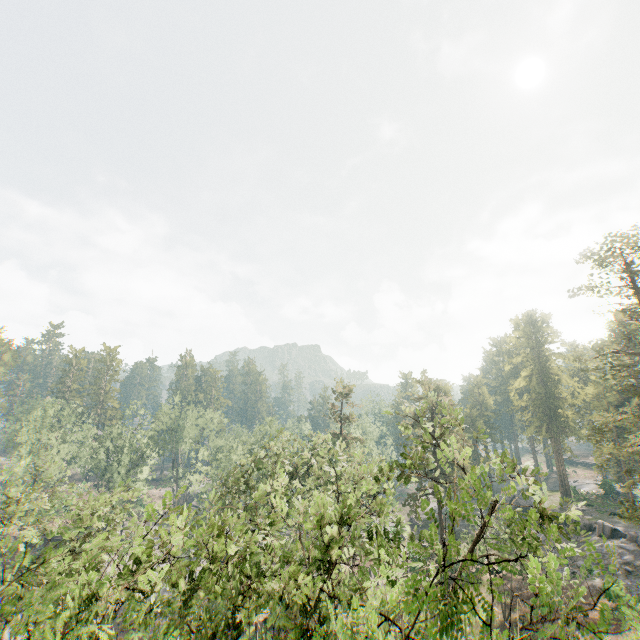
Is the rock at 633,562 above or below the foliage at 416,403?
below

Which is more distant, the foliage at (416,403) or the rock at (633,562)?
the rock at (633,562)

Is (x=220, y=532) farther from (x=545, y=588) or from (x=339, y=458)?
(x=545, y=588)

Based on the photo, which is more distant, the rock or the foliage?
the rock

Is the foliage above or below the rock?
above
